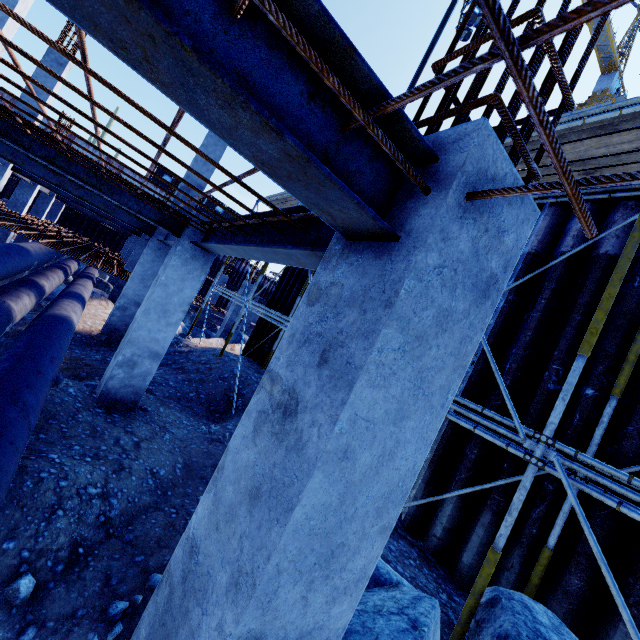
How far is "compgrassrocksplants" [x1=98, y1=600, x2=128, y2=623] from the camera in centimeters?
247cm

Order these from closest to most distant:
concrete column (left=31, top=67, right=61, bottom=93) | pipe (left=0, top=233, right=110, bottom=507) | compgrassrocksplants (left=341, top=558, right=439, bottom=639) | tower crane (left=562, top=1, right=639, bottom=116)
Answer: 1. compgrassrocksplants (left=341, top=558, right=439, bottom=639)
2. pipe (left=0, top=233, right=110, bottom=507)
3. concrete column (left=31, top=67, right=61, bottom=93)
4. tower crane (left=562, top=1, right=639, bottom=116)

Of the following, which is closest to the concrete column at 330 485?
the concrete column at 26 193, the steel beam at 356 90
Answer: the steel beam at 356 90

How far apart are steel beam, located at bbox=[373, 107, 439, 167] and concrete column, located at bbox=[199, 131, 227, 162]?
9.5 meters

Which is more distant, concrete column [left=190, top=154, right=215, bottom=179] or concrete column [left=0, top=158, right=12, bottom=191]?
concrete column [left=0, top=158, right=12, bottom=191]

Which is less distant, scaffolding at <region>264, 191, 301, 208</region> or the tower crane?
scaffolding at <region>264, 191, 301, 208</region>

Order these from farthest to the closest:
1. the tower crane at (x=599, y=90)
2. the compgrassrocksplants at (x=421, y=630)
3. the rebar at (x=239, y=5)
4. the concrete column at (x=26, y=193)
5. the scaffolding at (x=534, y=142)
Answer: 1. the tower crane at (x=599, y=90)
2. the concrete column at (x=26, y=193)
3. the scaffolding at (x=534, y=142)
4. the compgrassrocksplants at (x=421, y=630)
5. the rebar at (x=239, y=5)

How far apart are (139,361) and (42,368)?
1.43m
